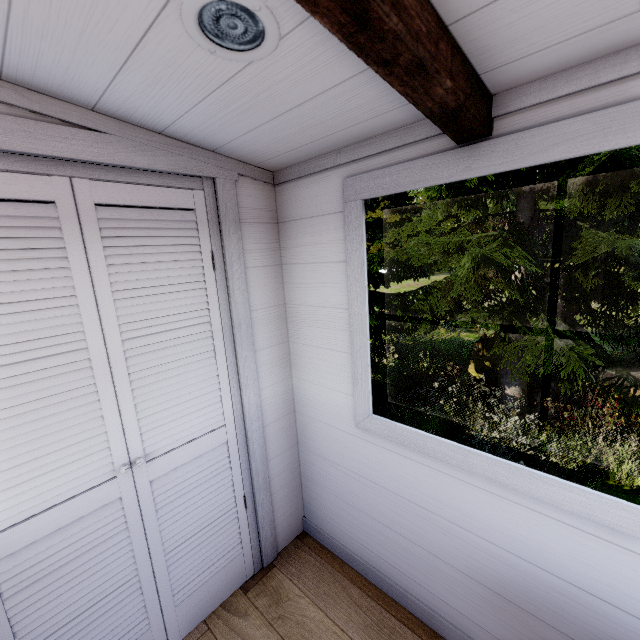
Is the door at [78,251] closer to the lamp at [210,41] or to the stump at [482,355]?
the lamp at [210,41]

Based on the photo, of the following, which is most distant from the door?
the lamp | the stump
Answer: the stump

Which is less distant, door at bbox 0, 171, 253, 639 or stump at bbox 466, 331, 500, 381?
door at bbox 0, 171, 253, 639

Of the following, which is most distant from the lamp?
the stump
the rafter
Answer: the stump

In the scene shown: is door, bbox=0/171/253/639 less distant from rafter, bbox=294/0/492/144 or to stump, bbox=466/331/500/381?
rafter, bbox=294/0/492/144

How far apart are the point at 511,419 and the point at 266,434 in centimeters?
564cm

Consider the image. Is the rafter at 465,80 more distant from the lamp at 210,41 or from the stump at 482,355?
the stump at 482,355

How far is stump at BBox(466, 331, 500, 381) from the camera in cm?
945
